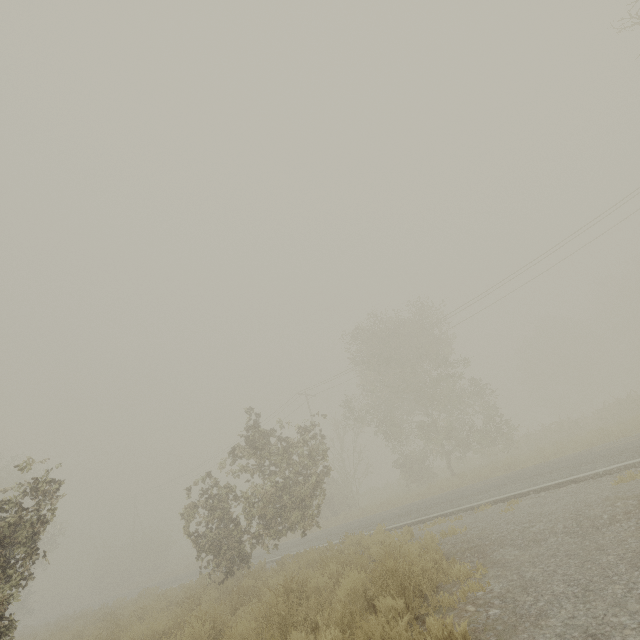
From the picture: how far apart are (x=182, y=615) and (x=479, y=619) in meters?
7.2
